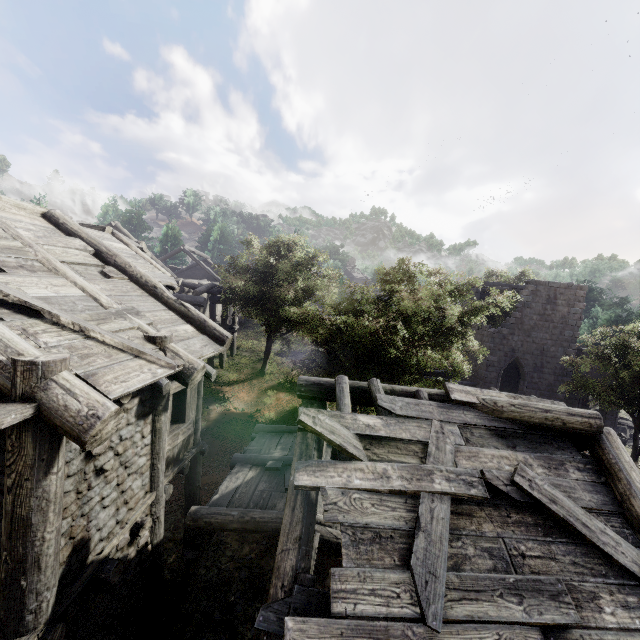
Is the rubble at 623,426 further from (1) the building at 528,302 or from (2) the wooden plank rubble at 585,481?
(2) the wooden plank rubble at 585,481

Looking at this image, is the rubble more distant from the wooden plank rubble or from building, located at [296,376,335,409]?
the wooden plank rubble

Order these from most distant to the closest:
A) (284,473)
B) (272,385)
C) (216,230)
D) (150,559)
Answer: (216,230) < (272,385) < (284,473) < (150,559)

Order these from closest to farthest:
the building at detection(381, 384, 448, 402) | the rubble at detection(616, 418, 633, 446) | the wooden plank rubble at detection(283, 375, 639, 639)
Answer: the wooden plank rubble at detection(283, 375, 639, 639) < the building at detection(381, 384, 448, 402) < the rubble at detection(616, 418, 633, 446)

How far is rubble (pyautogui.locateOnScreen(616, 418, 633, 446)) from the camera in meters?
24.1

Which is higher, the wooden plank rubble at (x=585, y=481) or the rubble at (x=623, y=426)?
the wooden plank rubble at (x=585, y=481)
